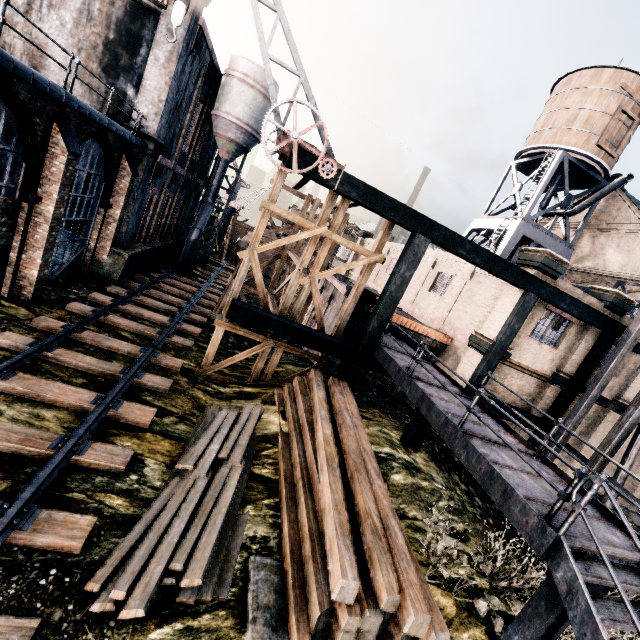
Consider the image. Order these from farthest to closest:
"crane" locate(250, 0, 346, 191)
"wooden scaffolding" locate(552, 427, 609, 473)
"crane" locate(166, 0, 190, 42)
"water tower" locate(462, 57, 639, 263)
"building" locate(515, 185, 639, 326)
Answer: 1. "water tower" locate(462, 57, 639, 263)
2. "building" locate(515, 185, 639, 326)
3. "wooden scaffolding" locate(552, 427, 609, 473)
4. "crane" locate(250, 0, 346, 191)
5. "crane" locate(166, 0, 190, 42)

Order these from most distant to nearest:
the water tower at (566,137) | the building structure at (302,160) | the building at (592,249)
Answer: the water tower at (566,137) < the building at (592,249) < the building structure at (302,160)

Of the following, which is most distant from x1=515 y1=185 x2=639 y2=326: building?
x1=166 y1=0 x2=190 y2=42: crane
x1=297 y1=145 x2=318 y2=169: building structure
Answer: x1=166 y1=0 x2=190 y2=42: crane

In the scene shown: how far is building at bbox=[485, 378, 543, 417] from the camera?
16.5m

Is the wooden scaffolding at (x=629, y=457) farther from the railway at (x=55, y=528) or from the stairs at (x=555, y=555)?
the railway at (x=55, y=528)

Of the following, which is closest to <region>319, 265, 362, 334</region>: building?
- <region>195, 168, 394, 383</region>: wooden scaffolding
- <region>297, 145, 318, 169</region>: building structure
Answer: <region>297, 145, 318, 169</region>: building structure

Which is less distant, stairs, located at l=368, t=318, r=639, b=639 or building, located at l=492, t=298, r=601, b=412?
stairs, located at l=368, t=318, r=639, b=639

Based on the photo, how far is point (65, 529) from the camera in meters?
6.2
